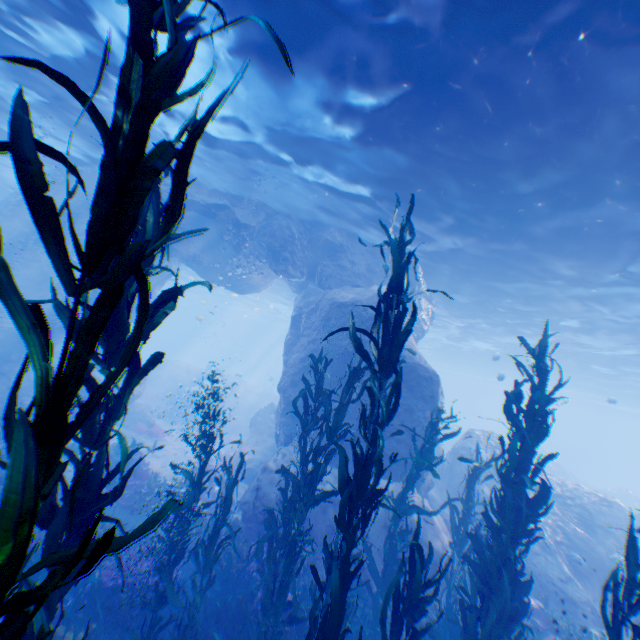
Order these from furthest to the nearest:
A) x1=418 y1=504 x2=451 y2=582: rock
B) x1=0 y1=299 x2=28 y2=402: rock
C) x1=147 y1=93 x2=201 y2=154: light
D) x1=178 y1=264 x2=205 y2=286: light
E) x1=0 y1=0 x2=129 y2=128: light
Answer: x1=178 y1=264 x2=205 y2=286: light
x1=0 y1=299 x2=28 y2=402: rock
x1=147 y1=93 x2=201 y2=154: light
x1=418 y1=504 x2=451 y2=582: rock
x1=0 y1=0 x2=129 y2=128: light

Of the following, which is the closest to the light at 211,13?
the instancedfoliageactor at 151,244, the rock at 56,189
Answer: the rock at 56,189

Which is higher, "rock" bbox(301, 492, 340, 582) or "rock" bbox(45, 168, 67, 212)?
"rock" bbox(45, 168, 67, 212)

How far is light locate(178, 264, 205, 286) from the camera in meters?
29.1 m

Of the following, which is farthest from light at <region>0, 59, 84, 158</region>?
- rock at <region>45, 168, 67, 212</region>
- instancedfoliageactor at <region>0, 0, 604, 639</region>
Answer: instancedfoliageactor at <region>0, 0, 604, 639</region>

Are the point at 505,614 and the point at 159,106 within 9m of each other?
yes

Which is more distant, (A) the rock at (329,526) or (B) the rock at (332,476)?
(B) the rock at (332,476)
